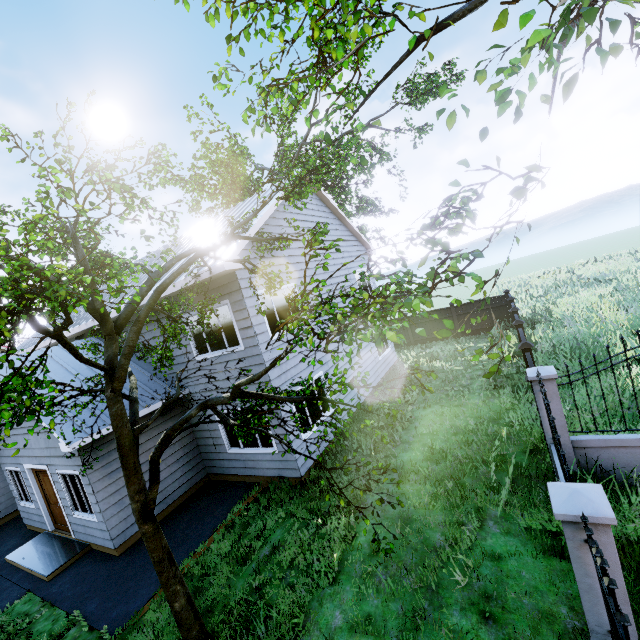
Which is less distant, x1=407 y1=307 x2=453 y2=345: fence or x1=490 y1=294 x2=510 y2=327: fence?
x1=490 y1=294 x2=510 y2=327: fence

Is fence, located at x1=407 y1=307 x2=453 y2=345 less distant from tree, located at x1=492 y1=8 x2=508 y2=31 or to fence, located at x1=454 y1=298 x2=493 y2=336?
tree, located at x1=492 y1=8 x2=508 y2=31

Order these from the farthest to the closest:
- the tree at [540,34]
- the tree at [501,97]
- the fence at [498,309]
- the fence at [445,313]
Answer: the fence at [445,313] < the fence at [498,309] < the tree at [501,97] < the tree at [540,34]

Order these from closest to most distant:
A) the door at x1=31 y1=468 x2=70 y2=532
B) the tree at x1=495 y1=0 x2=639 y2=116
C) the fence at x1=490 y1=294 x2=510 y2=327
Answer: the tree at x1=495 y1=0 x2=639 y2=116 < the door at x1=31 y1=468 x2=70 y2=532 < the fence at x1=490 y1=294 x2=510 y2=327

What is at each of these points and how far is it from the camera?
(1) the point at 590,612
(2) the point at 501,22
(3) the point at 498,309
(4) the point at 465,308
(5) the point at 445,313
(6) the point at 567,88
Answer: (1) fence, 3.0 meters
(2) tree, 2.1 meters
(3) fence, 17.1 meters
(4) fence, 17.8 meters
(5) fence, 18.4 meters
(6) tree, 2.1 meters

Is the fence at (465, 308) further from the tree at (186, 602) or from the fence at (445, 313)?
the fence at (445, 313)

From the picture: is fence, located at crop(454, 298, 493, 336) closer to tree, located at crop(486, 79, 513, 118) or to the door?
tree, located at crop(486, 79, 513, 118)
